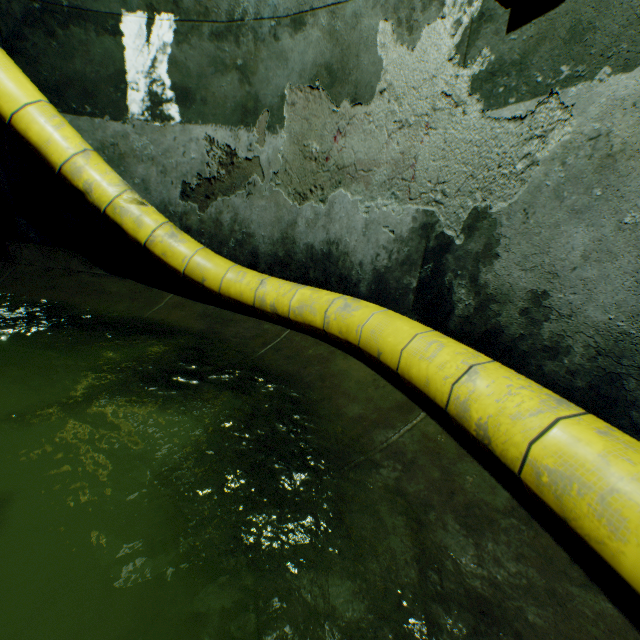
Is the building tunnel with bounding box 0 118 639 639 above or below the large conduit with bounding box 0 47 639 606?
below

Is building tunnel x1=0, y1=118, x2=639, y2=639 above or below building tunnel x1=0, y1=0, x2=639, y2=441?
below

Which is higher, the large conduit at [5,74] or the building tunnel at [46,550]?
the large conduit at [5,74]

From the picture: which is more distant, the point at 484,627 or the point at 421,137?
the point at 421,137

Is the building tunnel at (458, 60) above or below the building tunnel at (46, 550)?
above
